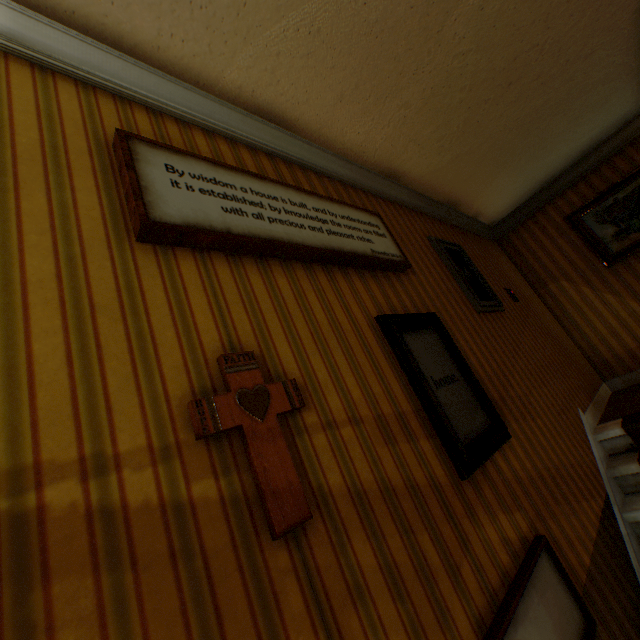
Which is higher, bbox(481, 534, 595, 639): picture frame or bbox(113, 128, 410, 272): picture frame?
bbox(113, 128, 410, 272): picture frame

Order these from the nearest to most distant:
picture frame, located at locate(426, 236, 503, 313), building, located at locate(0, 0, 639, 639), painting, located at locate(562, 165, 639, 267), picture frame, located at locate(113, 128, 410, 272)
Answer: building, located at locate(0, 0, 639, 639)
picture frame, located at locate(113, 128, 410, 272)
picture frame, located at locate(426, 236, 503, 313)
painting, located at locate(562, 165, 639, 267)

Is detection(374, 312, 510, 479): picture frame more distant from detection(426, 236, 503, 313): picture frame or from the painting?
the painting

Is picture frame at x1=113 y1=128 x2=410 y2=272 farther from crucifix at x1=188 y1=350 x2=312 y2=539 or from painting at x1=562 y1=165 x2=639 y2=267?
painting at x1=562 y1=165 x2=639 y2=267

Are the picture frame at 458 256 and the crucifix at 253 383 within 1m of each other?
no

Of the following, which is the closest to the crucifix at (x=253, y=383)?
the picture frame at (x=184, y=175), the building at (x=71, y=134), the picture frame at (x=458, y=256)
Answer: Result: the building at (x=71, y=134)

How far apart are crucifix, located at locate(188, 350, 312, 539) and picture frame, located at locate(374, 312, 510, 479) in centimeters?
80cm

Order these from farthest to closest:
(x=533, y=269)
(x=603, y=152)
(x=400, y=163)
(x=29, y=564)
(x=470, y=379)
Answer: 1. (x=533, y=269)
2. (x=603, y=152)
3. (x=400, y=163)
4. (x=470, y=379)
5. (x=29, y=564)
